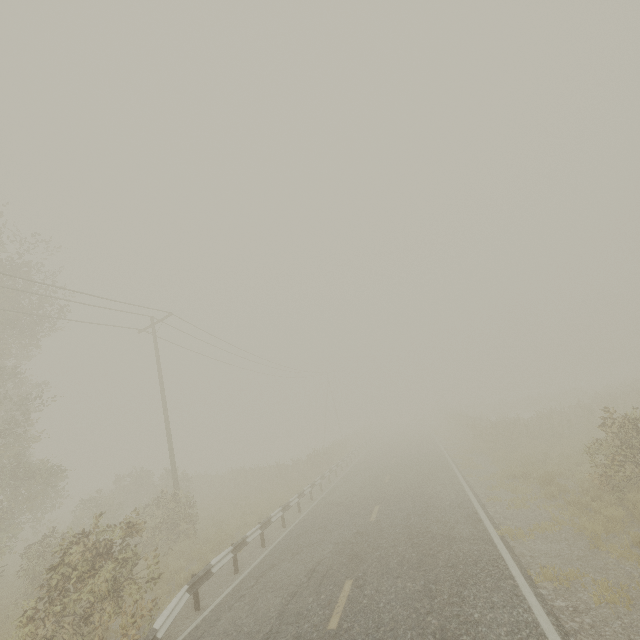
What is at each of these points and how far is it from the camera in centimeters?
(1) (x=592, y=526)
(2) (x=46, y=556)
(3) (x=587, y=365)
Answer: (1) tree, 734cm
(2) tree, 1150cm
(3) tree, 5775cm

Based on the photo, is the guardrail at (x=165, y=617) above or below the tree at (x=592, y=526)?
above

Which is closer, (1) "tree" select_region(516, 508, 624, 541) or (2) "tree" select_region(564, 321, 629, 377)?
(1) "tree" select_region(516, 508, 624, 541)

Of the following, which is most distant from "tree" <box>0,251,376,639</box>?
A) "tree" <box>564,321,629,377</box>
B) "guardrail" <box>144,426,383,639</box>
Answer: "tree" <box>564,321,629,377</box>

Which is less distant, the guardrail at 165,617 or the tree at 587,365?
the guardrail at 165,617

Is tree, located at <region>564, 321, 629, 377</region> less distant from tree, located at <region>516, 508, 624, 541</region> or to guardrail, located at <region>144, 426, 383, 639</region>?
guardrail, located at <region>144, 426, 383, 639</region>
